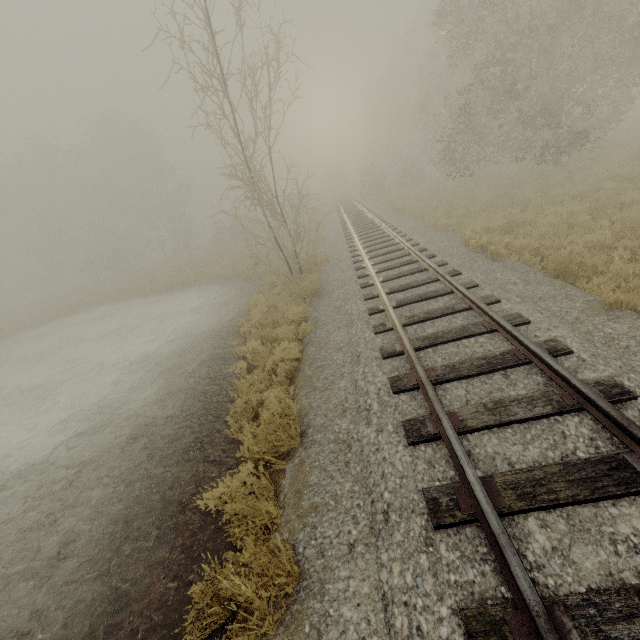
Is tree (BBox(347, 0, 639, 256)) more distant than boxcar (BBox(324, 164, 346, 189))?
No

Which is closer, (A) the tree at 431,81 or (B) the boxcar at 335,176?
(A) the tree at 431,81

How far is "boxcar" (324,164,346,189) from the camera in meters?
58.3

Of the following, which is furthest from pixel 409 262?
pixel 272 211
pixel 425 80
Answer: pixel 272 211

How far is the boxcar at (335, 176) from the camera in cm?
5834
